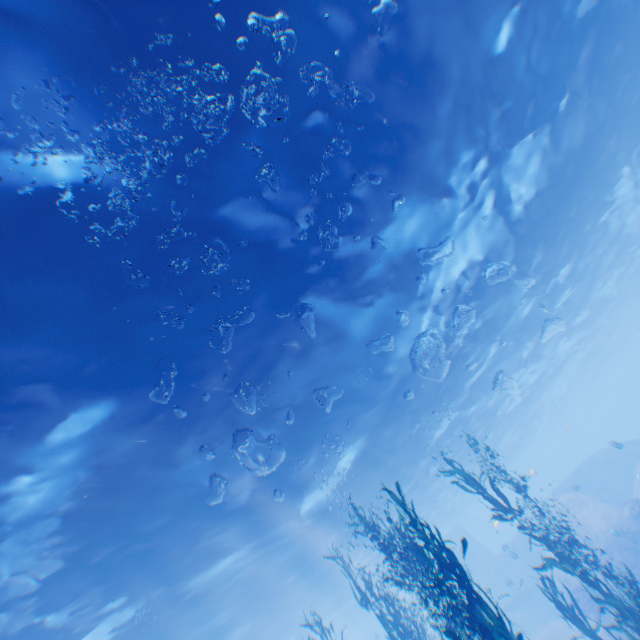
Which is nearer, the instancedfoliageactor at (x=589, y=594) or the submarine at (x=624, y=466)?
the instancedfoliageactor at (x=589, y=594)

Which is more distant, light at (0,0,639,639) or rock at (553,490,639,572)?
rock at (553,490,639,572)

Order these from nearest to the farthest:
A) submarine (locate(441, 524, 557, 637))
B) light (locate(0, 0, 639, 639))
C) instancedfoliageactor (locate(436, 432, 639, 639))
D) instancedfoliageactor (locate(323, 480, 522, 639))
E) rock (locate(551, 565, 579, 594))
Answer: instancedfoliageactor (locate(323, 480, 522, 639)) → light (locate(0, 0, 639, 639)) → instancedfoliageactor (locate(436, 432, 639, 639)) → rock (locate(551, 565, 579, 594)) → submarine (locate(441, 524, 557, 637))

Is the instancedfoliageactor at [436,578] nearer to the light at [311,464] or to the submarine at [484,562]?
the submarine at [484,562]

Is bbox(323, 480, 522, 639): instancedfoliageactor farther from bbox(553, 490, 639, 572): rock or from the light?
the light

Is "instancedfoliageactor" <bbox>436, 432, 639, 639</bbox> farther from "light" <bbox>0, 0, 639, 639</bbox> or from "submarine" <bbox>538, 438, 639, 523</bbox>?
"light" <bbox>0, 0, 639, 639</bbox>

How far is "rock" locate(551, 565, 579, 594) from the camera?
22.0 meters

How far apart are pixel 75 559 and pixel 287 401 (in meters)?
8.09
